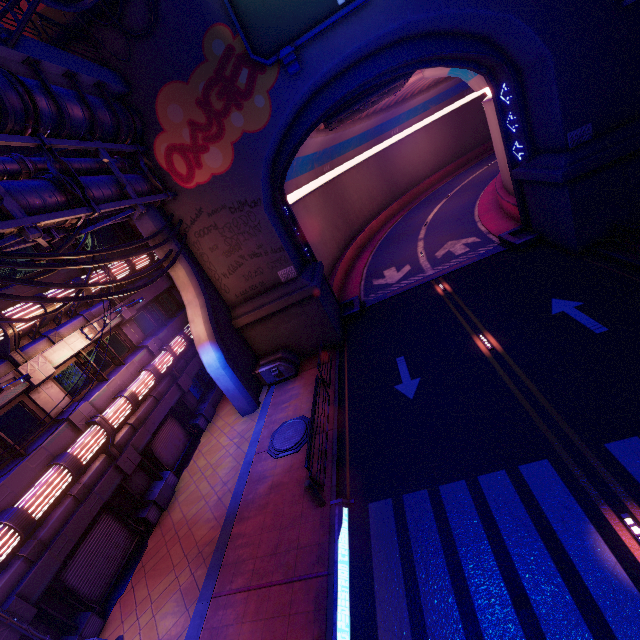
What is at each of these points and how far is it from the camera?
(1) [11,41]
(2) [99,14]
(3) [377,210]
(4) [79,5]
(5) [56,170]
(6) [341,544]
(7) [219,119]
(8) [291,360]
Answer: (1) street light, 8.74m
(2) wall arch, 12.85m
(3) tunnel, 39.75m
(4) building, 10.92m
(5) pipe, 9.69m
(6) floor crosswalk, 8.74m
(7) wall arch, 14.22m
(8) generator, 17.50m

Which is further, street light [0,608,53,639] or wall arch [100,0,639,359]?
wall arch [100,0,639,359]

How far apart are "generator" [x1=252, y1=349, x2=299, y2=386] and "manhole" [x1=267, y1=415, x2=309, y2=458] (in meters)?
3.18

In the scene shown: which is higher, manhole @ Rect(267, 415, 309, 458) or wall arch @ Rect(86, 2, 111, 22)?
wall arch @ Rect(86, 2, 111, 22)

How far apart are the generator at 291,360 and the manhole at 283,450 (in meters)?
3.18

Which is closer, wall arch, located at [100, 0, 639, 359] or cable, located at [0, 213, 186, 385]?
cable, located at [0, 213, 186, 385]

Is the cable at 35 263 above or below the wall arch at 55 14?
below

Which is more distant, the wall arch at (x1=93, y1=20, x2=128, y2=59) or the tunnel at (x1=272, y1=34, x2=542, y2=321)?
the tunnel at (x1=272, y1=34, x2=542, y2=321)
